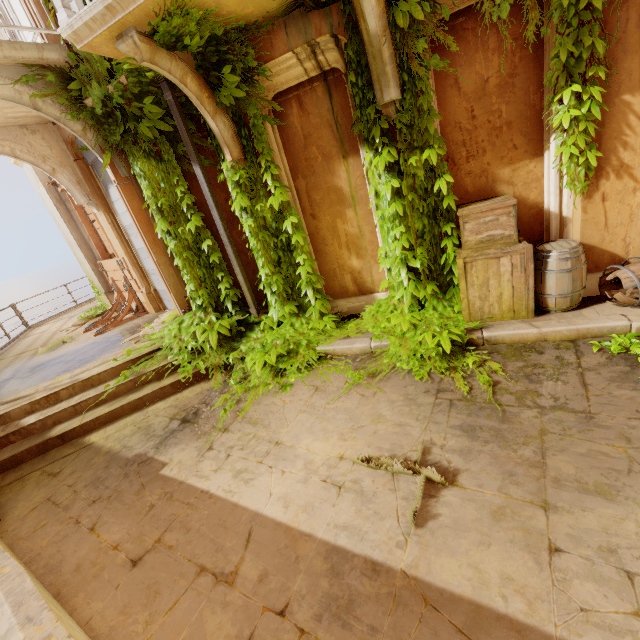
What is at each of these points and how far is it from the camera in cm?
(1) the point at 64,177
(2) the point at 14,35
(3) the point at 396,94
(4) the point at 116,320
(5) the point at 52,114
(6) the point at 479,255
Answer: (1) support, 707
(2) door, 615
(3) support, 382
(4) wood, 851
(5) support, 498
(6) crate, 407

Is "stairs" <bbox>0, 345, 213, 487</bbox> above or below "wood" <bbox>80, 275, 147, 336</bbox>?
below

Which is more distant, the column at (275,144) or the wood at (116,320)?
the wood at (116,320)

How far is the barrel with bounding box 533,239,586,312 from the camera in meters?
3.8 m

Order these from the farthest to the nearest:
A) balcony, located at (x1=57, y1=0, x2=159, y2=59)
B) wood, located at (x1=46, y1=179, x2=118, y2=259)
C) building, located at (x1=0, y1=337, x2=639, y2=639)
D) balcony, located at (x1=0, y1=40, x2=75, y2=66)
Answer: wood, located at (x1=46, y1=179, x2=118, y2=259) → balcony, located at (x1=0, y1=40, x2=75, y2=66) → balcony, located at (x1=57, y1=0, x2=159, y2=59) → building, located at (x1=0, y1=337, x2=639, y2=639)

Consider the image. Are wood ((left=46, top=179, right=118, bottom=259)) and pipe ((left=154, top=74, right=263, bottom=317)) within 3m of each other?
no

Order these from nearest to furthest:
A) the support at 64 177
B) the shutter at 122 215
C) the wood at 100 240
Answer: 1. the support at 64 177
2. the shutter at 122 215
3. the wood at 100 240

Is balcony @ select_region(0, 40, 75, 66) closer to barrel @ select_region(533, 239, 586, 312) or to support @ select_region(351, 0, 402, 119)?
support @ select_region(351, 0, 402, 119)
